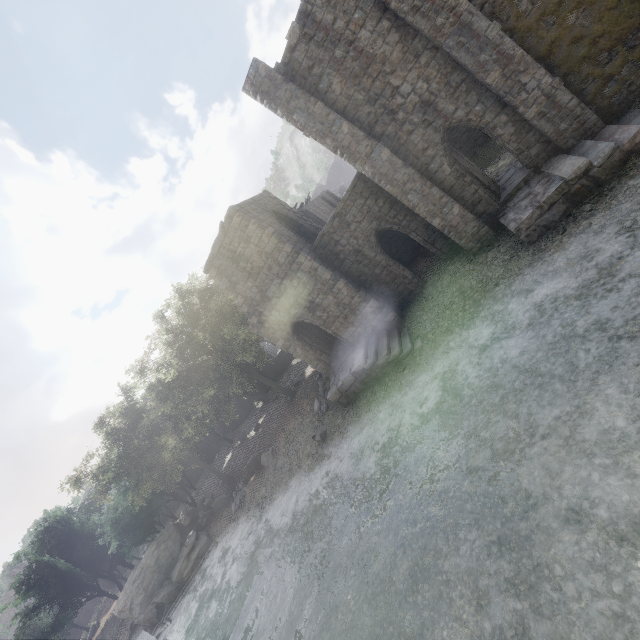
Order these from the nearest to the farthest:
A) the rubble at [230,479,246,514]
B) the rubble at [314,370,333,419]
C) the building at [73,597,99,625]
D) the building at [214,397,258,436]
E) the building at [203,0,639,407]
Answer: the building at [203,0,639,407], the rubble at [314,370,333,419], the rubble at [230,479,246,514], the building at [214,397,258,436], the building at [73,597,99,625]

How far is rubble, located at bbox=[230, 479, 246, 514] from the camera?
23.9 meters

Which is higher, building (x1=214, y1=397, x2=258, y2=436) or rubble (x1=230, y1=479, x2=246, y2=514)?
building (x1=214, y1=397, x2=258, y2=436)

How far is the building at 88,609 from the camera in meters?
54.6 m

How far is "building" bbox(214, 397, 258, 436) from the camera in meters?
41.6

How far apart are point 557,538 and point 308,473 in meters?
13.2

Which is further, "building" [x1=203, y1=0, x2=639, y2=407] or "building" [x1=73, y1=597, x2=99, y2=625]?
"building" [x1=73, y1=597, x2=99, y2=625]

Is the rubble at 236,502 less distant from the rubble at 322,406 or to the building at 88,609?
the rubble at 322,406
